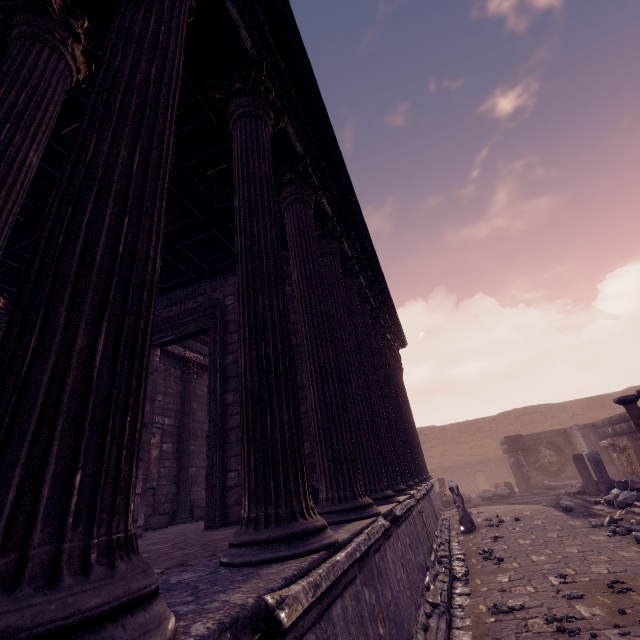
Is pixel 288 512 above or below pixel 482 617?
above

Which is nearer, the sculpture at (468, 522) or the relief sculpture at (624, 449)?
the sculpture at (468, 522)

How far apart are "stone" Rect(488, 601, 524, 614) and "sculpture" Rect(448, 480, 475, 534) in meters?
5.8

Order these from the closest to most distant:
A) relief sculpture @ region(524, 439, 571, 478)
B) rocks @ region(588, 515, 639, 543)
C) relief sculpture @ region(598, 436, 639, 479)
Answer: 1. rocks @ region(588, 515, 639, 543)
2. relief sculpture @ region(598, 436, 639, 479)
3. relief sculpture @ region(524, 439, 571, 478)

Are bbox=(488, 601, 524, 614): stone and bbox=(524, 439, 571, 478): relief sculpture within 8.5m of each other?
no

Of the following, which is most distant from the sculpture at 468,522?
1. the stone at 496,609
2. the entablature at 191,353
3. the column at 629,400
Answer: the stone at 496,609

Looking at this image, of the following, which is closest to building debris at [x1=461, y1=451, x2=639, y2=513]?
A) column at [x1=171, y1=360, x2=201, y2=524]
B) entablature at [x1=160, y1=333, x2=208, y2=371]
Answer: entablature at [x1=160, y1=333, x2=208, y2=371]

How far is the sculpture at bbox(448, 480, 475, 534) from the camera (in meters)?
9.67
